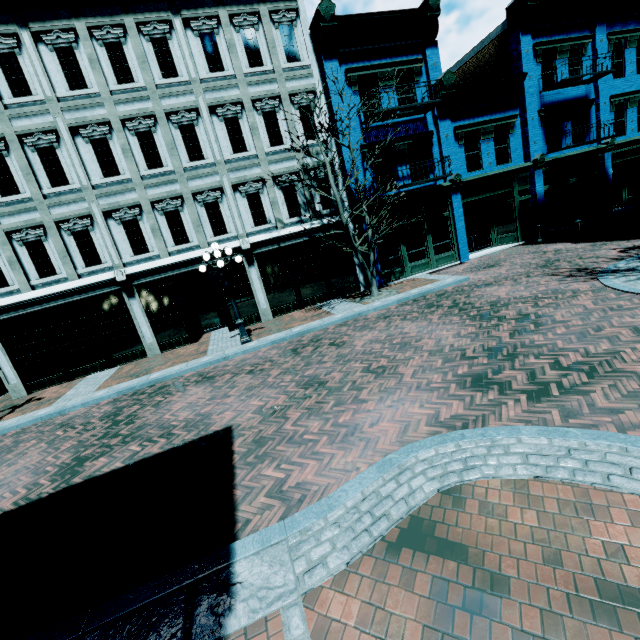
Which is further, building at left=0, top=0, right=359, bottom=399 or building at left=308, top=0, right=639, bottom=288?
building at left=308, top=0, right=639, bottom=288

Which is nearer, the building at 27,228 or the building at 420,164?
the building at 27,228

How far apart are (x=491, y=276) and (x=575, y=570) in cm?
1175
